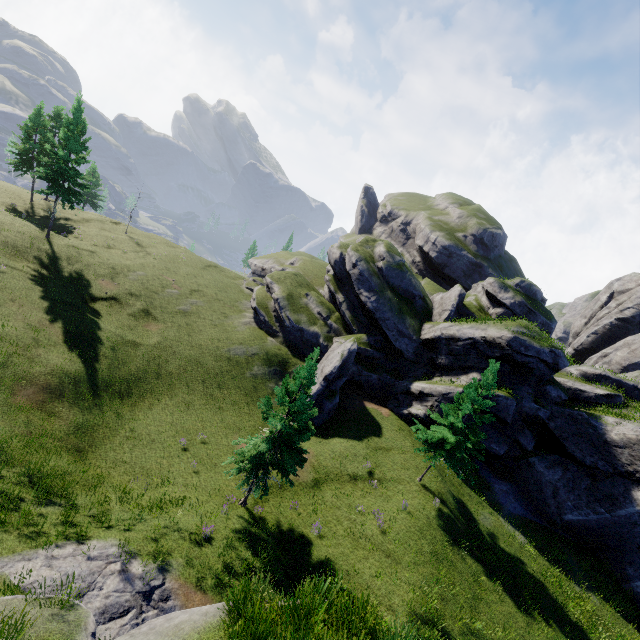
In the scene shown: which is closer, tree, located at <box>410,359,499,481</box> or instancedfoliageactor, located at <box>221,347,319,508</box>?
instancedfoliageactor, located at <box>221,347,319,508</box>

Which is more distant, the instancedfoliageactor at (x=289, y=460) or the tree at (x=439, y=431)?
the tree at (x=439, y=431)

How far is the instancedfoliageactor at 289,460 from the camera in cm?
1616

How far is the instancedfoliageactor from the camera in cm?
1616

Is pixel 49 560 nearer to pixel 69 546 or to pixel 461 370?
pixel 69 546

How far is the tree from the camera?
21.4 meters
